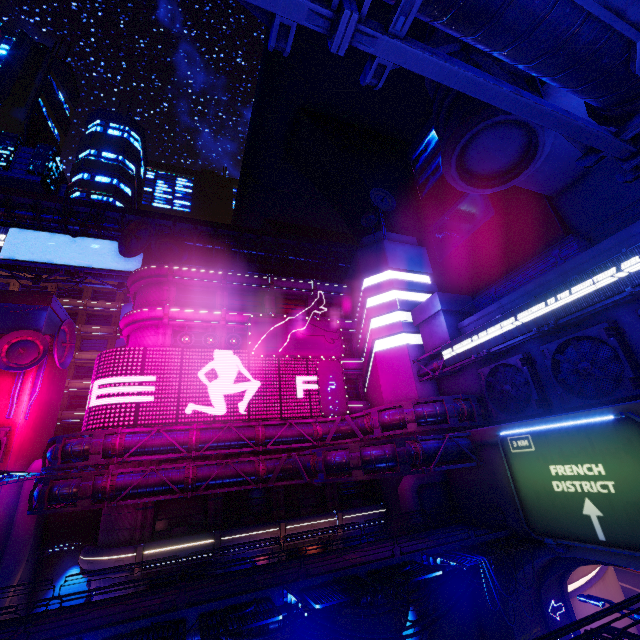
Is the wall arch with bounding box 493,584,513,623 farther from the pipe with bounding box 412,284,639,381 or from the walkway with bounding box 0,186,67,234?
the walkway with bounding box 0,186,67,234

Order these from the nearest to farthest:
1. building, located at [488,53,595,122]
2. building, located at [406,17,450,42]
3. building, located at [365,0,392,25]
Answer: building, located at [488,53,595,122]
building, located at [406,17,450,42]
building, located at [365,0,392,25]

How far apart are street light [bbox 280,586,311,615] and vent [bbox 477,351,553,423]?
17.5 meters

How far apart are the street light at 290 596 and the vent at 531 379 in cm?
1748

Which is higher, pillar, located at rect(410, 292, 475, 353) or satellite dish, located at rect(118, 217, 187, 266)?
satellite dish, located at rect(118, 217, 187, 266)

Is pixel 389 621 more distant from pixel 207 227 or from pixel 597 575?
pixel 207 227

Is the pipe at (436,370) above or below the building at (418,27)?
below

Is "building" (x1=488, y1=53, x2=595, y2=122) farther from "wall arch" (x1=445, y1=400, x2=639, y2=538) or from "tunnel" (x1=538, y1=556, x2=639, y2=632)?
"tunnel" (x1=538, y1=556, x2=639, y2=632)
